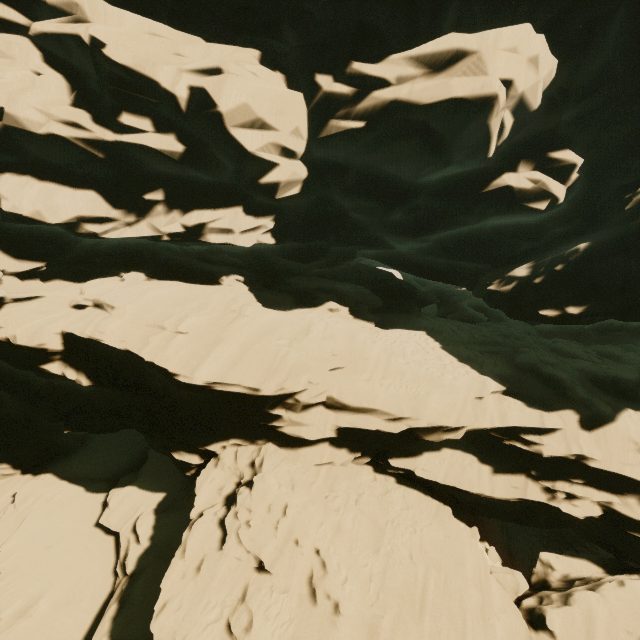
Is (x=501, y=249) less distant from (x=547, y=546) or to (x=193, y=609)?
(x=547, y=546)
